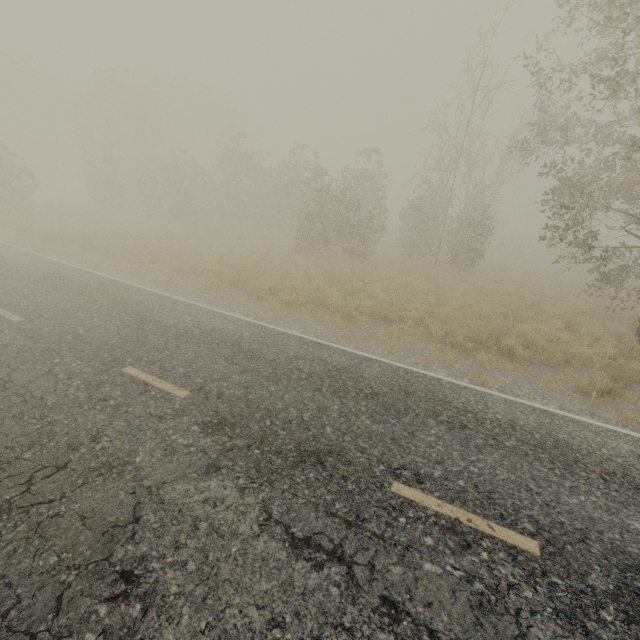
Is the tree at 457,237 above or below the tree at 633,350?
above

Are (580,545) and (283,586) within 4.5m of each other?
yes

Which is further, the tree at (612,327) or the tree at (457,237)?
the tree at (612,327)

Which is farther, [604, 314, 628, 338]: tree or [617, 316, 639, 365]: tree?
[604, 314, 628, 338]: tree

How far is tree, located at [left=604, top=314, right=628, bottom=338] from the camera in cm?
1099

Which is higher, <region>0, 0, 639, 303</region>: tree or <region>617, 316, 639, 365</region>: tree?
<region>0, 0, 639, 303</region>: tree
